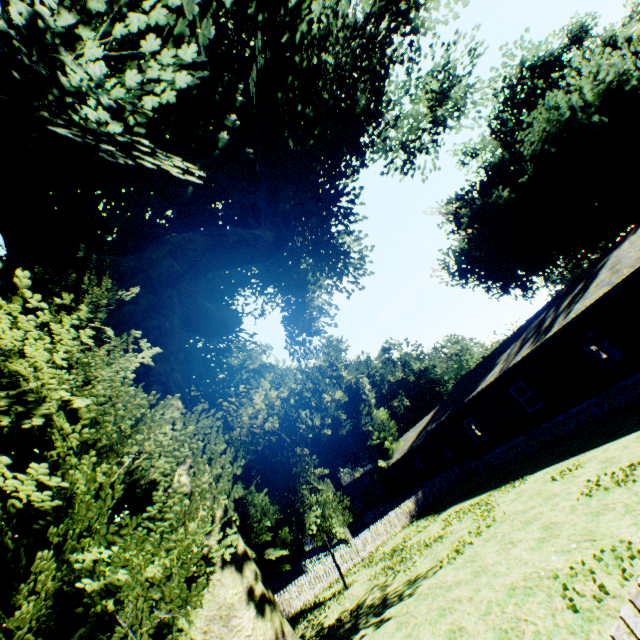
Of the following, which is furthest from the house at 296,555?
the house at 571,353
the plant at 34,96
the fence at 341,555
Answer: the house at 571,353

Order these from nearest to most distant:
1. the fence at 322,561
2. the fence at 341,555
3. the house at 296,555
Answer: the fence at 322,561 < the fence at 341,555 < the house at 296,555

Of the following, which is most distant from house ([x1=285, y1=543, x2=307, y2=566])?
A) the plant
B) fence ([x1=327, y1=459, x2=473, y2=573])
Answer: the plant

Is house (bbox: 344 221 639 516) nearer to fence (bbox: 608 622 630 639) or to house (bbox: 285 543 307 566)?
fence (bbox: 608 622 630 639)

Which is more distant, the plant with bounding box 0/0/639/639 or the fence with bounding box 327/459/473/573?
the fence with bounding box 327/459/473/573

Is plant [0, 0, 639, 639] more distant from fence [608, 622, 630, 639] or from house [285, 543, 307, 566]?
house [285, 543, 307, 566]

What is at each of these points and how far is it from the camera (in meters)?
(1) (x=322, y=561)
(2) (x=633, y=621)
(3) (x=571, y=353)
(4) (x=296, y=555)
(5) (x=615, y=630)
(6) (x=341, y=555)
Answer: (1) fence, 20.38
(2) fence, 2.38
(3) house, 16.70
(4) house, 44.34
(5) fence, 2.31
(6) fence, 20.86
